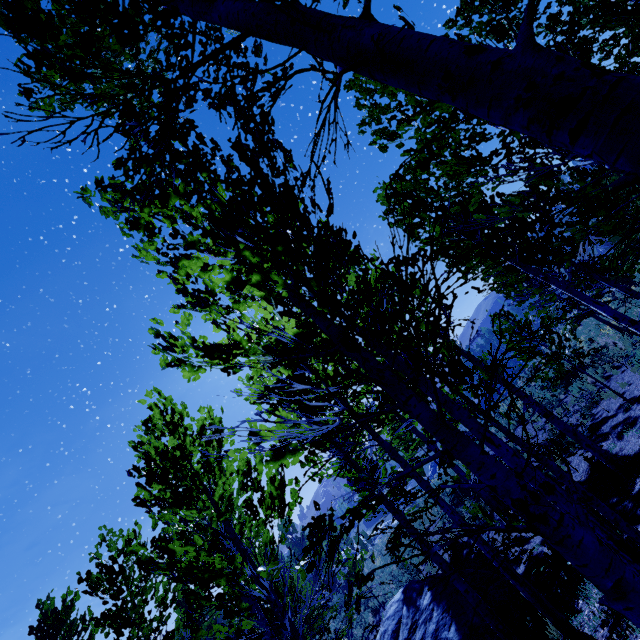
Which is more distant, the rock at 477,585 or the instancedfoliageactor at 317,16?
the rock at 477,585

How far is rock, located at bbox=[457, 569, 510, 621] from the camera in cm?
879

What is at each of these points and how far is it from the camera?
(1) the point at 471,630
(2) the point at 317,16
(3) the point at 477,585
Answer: (1) rock, 8.5 meters
(2) instancedfoliageactor, 1.6 meters
(3) rock, 9.8 meters

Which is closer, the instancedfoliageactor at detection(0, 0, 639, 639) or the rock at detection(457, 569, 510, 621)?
the instancedfoliageactor at detection(0, 0, 639, 639)

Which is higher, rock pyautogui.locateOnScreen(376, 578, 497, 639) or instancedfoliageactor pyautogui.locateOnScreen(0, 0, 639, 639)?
instancedfoliageactor pyautogui.locateOnScreen(0, 0, 639, 639)
